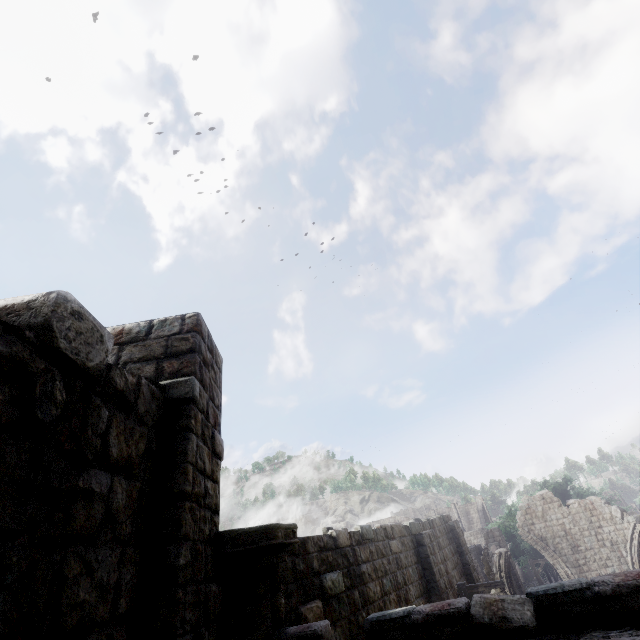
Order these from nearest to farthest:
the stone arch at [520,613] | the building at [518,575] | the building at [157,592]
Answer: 1. the building at [157,592]
2. the stone arch at [520,613]
3. the building at [518,575]

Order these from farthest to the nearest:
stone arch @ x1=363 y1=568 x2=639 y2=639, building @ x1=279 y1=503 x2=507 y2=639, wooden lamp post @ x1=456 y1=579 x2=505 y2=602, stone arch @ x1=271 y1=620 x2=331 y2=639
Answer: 1. wooden lamp post @ x1=456 y1=579 x2=505 y2=602
2. building @ x1=279 y1=503 x2=507 y2=639
3. stone arch @ x1=271 y1=620 x2=331 y2=639
4. stone arch @ x1=363 y1=568 x2=639 y2=639

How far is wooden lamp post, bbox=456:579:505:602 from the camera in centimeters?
1059cm

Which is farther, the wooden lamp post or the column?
the wooden lamp post

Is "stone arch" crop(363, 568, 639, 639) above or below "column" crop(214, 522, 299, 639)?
below

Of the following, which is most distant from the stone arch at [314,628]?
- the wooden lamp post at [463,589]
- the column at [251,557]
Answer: the wooden lamp post at [463,589]

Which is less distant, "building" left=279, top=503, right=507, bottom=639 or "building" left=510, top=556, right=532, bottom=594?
"building" left=279, top=503, right=507, bottom=639

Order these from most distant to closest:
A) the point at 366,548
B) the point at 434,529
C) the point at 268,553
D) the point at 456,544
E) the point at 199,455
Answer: the point at 456,544 < the point at 434,529 < the point at 366,548 < the point at 268,553 < the point at 199,455
